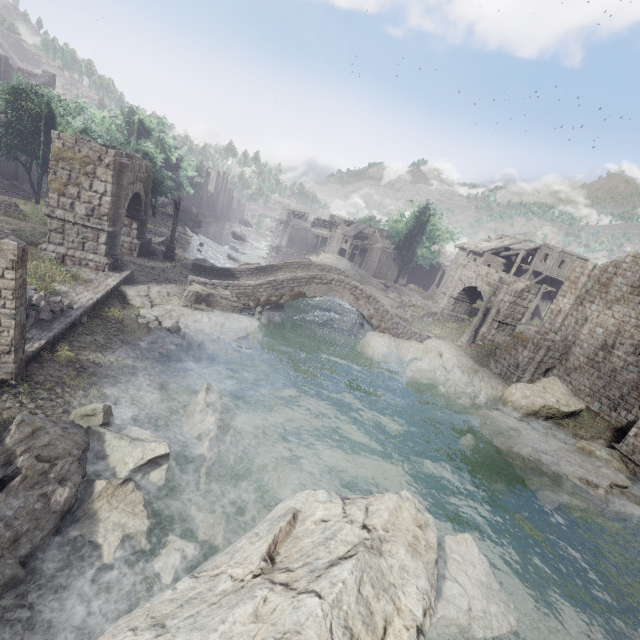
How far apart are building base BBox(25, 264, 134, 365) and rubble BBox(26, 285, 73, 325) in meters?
0.0 m

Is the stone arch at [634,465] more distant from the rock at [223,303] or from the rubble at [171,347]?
the rubble at [171,347]

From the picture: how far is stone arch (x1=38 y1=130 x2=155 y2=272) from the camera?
15.1m

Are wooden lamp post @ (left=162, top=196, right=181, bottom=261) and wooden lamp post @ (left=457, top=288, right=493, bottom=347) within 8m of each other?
no

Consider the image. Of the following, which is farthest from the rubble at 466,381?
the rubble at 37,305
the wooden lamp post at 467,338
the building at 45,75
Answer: the rubble at 37,305

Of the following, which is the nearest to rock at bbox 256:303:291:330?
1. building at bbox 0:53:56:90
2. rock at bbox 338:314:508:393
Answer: rock at bbox 338:314:508:393

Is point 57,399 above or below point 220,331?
above

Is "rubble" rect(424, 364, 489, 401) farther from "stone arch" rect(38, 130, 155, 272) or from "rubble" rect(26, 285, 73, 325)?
"rubble" rect(26, 285, 73, 325)
